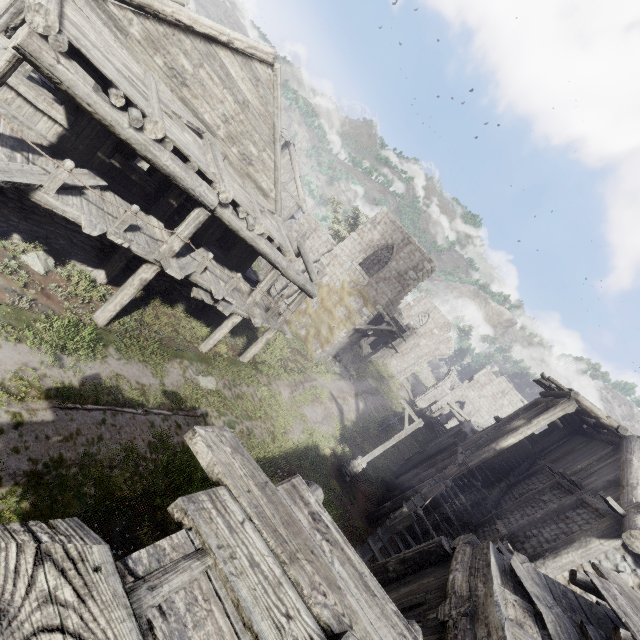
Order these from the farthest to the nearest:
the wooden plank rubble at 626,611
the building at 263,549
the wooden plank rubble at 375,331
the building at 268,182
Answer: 1. the wooden plank rubble at 375,331
2. the building at 268,182
3. the wooden plank rubble at 626,611
4. the building at 263,549

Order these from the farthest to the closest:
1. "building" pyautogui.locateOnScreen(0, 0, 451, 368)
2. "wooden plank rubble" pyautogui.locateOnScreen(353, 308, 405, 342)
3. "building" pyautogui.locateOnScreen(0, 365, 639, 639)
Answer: "wooden plank rubble" pyautogui.locateOnScreen(353, 308, 405, 342), "building" pyautogui.locateOnScreen(0, 0, 451, 368), "building" pyautogui.locateOnScreen(0, 365, 639, 639)

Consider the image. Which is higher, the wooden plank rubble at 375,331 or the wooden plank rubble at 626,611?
the wooden plank rubble at 626,611

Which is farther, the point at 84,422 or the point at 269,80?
the point at 269,80

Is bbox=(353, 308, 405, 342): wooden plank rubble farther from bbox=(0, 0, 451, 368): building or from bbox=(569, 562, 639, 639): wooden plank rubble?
bbox=(569, 562, 639, 639): wooden plank rubble
